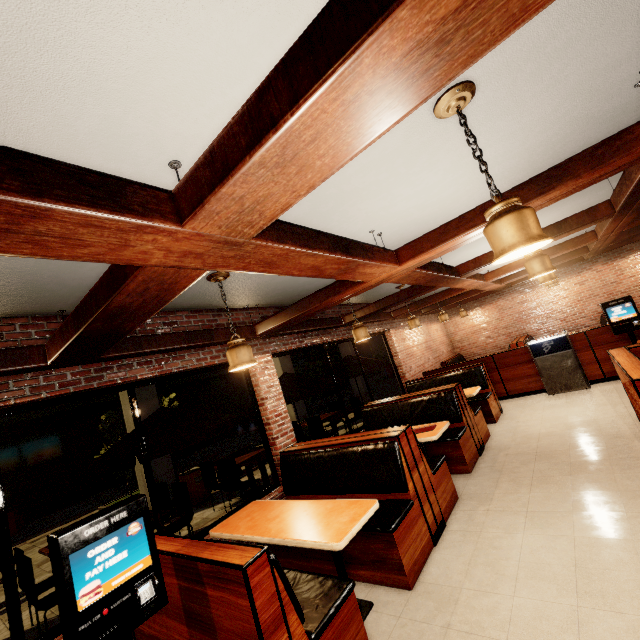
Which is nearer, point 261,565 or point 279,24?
point 279,24

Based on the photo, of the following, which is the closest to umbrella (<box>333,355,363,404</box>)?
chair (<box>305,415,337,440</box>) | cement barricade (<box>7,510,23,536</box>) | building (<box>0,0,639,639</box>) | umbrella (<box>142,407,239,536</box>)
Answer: building (<box>0,0,639,639</box>)

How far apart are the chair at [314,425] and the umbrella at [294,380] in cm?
137

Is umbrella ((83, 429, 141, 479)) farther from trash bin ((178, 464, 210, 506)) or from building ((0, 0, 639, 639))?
trash bin ((178, 464, 210, 506))

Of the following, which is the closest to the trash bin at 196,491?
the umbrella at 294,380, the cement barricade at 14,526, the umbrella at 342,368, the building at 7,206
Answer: the building at 7,206

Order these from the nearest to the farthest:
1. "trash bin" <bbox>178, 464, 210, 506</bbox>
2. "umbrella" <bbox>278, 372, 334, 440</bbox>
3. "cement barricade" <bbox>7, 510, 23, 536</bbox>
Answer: "umbrella" <bbox>278, 372, 334, 440</bbox> < "trash bin" <bbox>178, 464, 210, 506</bbox> < "cement barricade" <bbox>7, 510, 23, 536</bbox>

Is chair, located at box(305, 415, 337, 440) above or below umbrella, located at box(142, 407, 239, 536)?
below

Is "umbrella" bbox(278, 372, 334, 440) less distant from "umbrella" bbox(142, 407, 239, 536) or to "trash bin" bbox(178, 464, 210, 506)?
"umbrella" bbox(142, 407, 239, 536)
